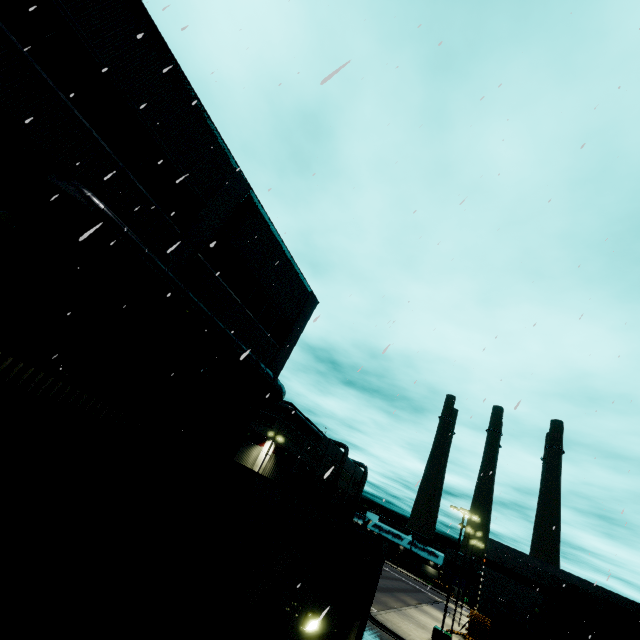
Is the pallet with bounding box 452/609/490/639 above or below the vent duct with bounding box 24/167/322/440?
below

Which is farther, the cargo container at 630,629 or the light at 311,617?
the cargo container at 630,629

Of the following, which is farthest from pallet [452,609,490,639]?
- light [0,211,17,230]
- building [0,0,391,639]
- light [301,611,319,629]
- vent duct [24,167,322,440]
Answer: light [0,211,17,230]

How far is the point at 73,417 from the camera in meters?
2.9

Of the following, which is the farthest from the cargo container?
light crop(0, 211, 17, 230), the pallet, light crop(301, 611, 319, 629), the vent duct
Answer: light crop(0, 211, 17, 230)

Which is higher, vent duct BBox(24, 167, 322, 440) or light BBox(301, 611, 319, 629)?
vent duct BBox(24, 167, 322, 440)

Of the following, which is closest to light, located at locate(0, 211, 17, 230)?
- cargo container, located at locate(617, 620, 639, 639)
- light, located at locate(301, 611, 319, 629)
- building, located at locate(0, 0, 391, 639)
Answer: building, located at locate(0, 0, 391, 639)

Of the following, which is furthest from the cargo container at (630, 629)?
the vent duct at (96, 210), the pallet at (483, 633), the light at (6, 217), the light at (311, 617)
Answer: the light at (6, 217)
